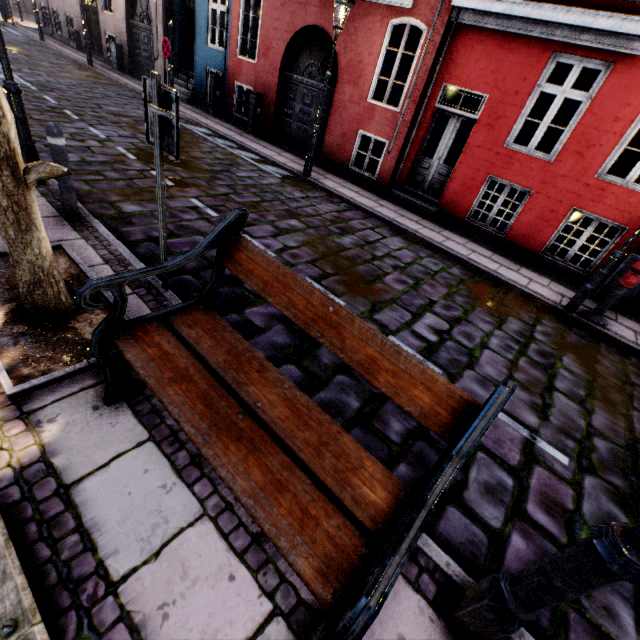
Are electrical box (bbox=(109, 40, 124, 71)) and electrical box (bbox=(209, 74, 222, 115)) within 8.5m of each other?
yes

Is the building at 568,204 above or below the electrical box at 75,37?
below

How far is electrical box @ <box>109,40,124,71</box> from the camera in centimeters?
1516cm

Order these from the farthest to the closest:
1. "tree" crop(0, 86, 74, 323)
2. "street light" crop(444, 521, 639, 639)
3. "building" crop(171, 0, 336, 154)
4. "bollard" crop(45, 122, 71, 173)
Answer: "building" crop(171, 0, 336, 154)
"bollard" crop(45, 122, 71, 173)
"tree" crop(0, 86, 74, 323)
"street light" crop(444, 521, 639, 639)

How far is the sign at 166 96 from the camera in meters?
2.5

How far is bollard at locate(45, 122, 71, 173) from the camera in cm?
356

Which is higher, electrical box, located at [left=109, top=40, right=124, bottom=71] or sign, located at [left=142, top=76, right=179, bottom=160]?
A: sign, located at [left=142, top=76, right=179, bottom=160]

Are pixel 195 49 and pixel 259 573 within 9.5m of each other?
no
